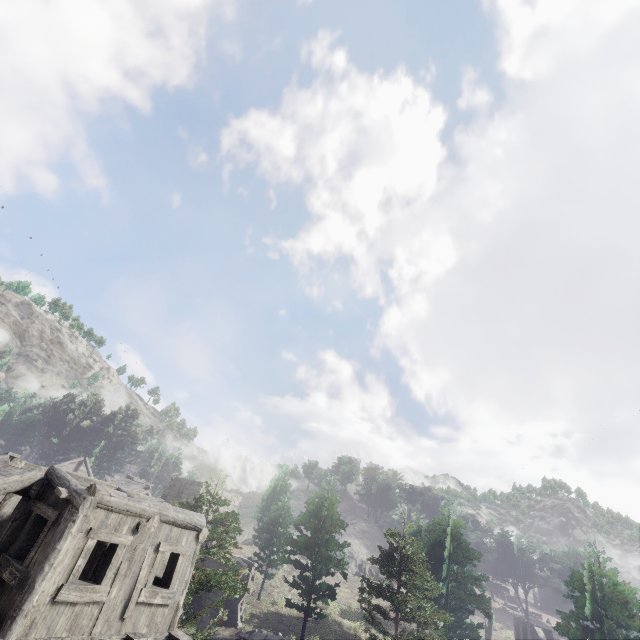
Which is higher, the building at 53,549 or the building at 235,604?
the building at 53,549

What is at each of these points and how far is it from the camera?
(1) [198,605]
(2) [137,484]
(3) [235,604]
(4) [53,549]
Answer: (1) building, 26.86m
(2) wooden plank rubble, 35.84m
(3) building, 25.78m
(4) building, 7.61m

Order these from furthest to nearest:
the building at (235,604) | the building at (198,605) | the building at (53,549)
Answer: the building at (235,604) → the building at (198,605) → the building at (53,549)

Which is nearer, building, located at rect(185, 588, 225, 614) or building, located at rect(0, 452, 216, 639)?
building, located at rect(0, 452, 216, 639)

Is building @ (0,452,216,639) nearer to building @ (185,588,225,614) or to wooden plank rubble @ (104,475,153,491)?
building @ (185,588,225,614)

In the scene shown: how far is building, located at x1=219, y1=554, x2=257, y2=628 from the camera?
24.4m

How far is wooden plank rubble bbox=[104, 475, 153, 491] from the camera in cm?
3506
